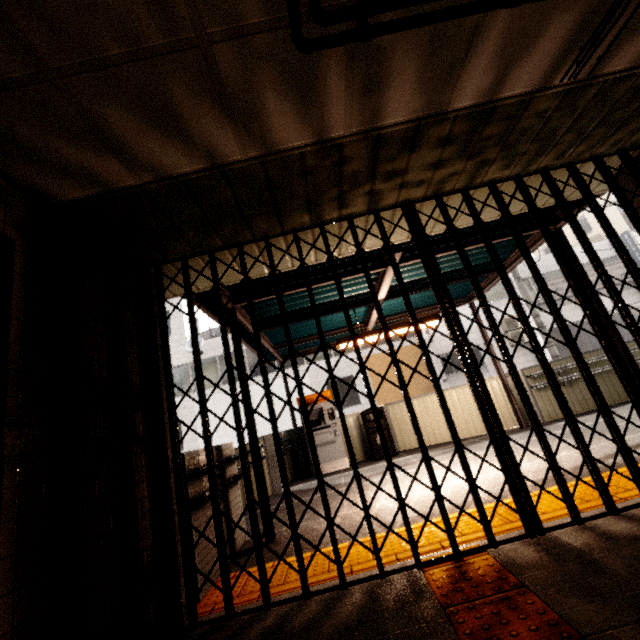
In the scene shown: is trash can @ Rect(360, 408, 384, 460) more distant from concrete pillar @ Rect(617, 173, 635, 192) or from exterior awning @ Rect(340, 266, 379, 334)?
concrete pillar @ Rect(617, 173, 635, 192)

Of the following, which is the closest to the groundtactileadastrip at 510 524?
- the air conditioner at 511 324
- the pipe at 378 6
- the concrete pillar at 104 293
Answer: the concrete pillar at 104 293

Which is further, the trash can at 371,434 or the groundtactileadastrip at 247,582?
the trash can at 371,434

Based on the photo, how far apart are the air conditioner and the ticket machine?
11.2m

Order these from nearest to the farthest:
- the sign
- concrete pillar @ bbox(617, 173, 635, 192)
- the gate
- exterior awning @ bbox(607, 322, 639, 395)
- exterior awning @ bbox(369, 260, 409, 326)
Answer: the sign, the gate, concrete pillar @ bbox(617, 173, 635, 192), exterior awning @ bbox(607, 322, 639, 395), exterior awning @ bbox(369, 260, 409, 326)

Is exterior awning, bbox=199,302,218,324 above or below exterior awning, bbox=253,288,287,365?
above

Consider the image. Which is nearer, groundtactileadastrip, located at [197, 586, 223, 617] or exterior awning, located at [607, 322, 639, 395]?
groundtactileadastrip, located at [197, 586, 223, 617]

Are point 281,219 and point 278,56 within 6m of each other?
yes
